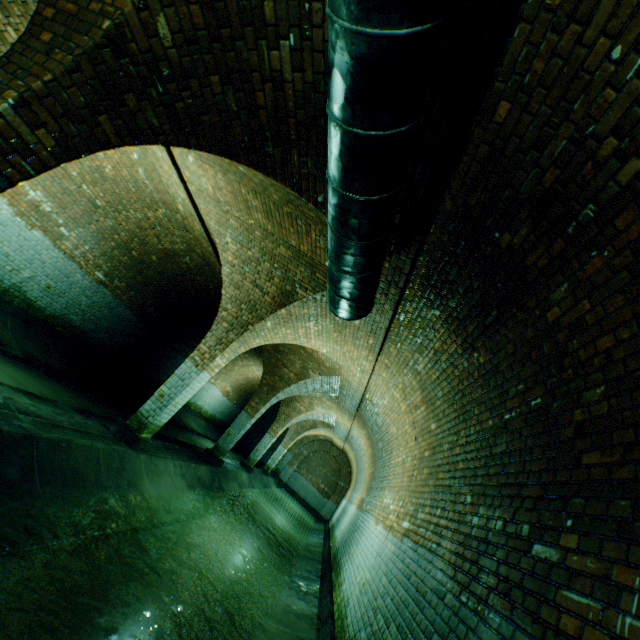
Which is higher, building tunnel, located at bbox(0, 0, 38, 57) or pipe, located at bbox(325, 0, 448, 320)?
building tunnel, located at bbox(0, 0, 38, 57)

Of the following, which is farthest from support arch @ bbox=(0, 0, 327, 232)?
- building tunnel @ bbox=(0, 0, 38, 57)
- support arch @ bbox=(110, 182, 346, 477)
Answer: support arch @ bbox=(110, 182, 346, 477)

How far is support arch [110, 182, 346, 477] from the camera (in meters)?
6.12

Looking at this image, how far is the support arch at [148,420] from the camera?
6.1m

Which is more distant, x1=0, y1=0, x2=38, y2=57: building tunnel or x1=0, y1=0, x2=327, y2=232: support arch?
x1=0, y1=0, x2=38, y2=57: building tunnel

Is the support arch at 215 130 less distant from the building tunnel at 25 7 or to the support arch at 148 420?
the building tunnel at 25 7

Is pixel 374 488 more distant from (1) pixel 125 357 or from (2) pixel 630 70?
(2) pixel 630 70
